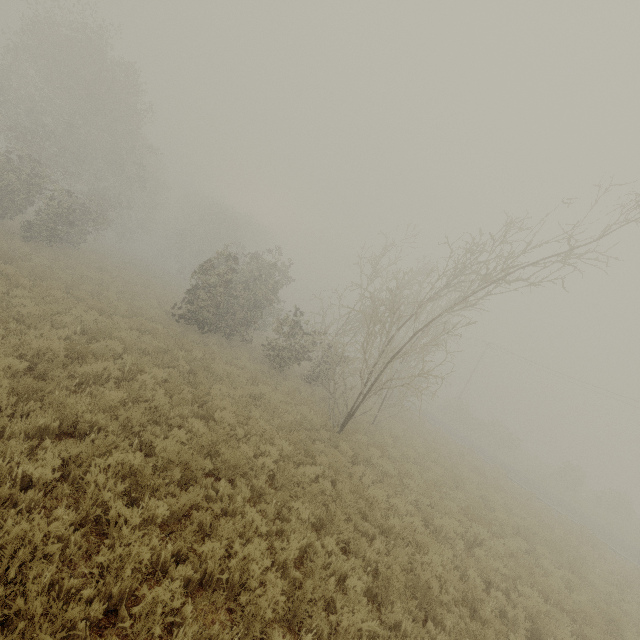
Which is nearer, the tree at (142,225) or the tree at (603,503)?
the tree at (603,503)

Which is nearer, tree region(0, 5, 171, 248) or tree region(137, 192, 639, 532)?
tree region(137, 192, 639, 532)

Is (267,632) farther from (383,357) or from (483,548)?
(383,357)
